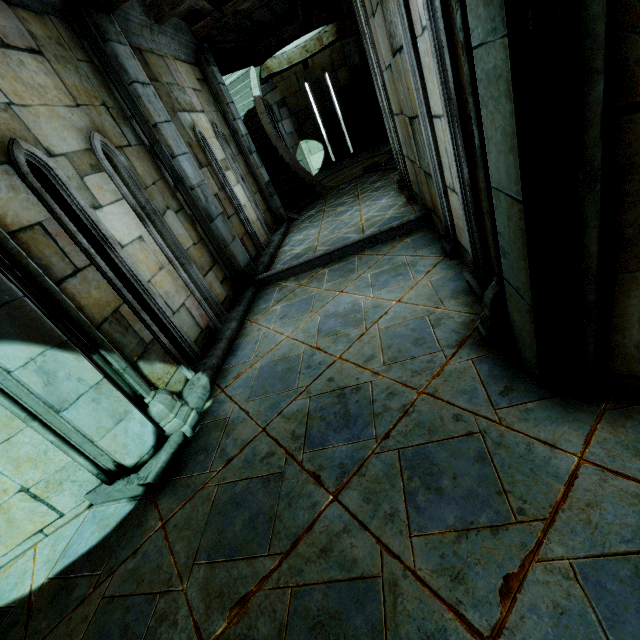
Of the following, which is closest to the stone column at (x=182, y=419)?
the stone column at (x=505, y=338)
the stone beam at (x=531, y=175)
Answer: the stone beam at (x=531, y=175)

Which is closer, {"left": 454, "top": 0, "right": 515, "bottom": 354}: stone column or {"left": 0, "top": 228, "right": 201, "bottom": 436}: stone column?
{"left": 454, "top": 0, "right": 515, "bottom": 354}: stone column

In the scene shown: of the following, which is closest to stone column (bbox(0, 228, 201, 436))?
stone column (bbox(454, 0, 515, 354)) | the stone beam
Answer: the stone beam

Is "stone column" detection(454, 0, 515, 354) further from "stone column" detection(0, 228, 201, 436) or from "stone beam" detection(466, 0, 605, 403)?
"stone column" detection(0, 228, 201, 436)

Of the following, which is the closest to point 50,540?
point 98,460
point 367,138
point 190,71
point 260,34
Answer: point 98,460
